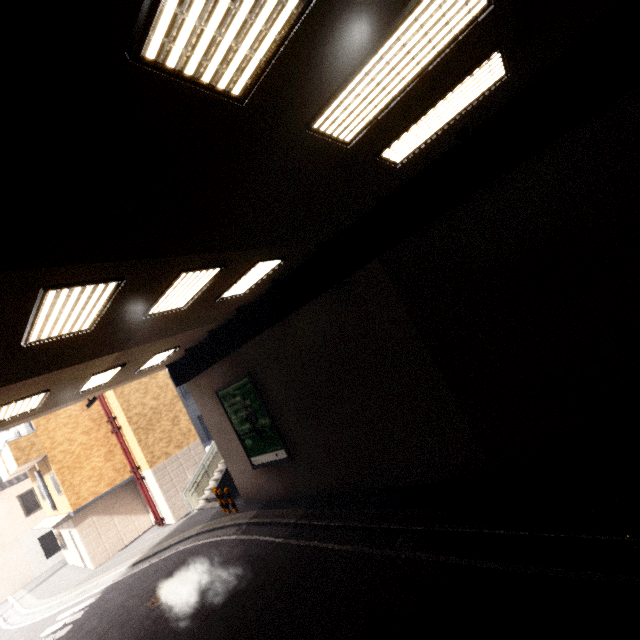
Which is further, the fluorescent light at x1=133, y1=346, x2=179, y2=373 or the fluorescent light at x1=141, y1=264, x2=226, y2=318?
the fluorescent light at x1=133, y1=346, x2=179, y2=373

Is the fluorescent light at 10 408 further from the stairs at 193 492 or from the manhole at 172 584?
the stairs at 193 492

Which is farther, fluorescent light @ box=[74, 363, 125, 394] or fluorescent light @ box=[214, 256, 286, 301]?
fluorescent light @ box=[74, 363, 125, 394]

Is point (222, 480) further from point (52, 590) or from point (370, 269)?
point (370, 269)

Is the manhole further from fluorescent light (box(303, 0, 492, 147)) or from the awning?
fluorescent light (box(303, 0, 492, 147))

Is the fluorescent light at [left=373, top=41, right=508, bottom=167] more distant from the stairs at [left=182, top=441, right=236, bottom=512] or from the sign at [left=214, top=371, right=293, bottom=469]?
the stairs at [left=182, top=441, right=236, bottom=512]

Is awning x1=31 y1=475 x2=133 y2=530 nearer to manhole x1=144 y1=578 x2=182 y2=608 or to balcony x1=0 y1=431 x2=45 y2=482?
balcony x1=0 y1=431 x2=45 y2=482

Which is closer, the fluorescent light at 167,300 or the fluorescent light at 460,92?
the fluorescent light at 460,92
